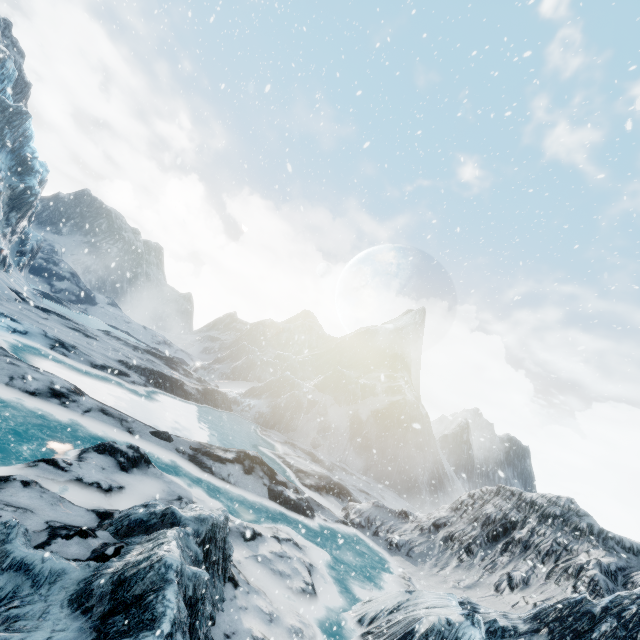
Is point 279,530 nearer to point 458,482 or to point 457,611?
point 457,611
